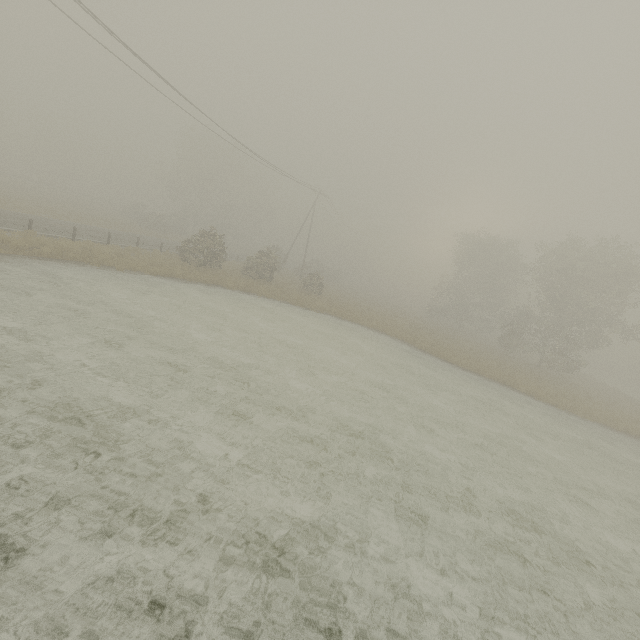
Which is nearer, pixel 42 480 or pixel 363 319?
pixel 42 480
